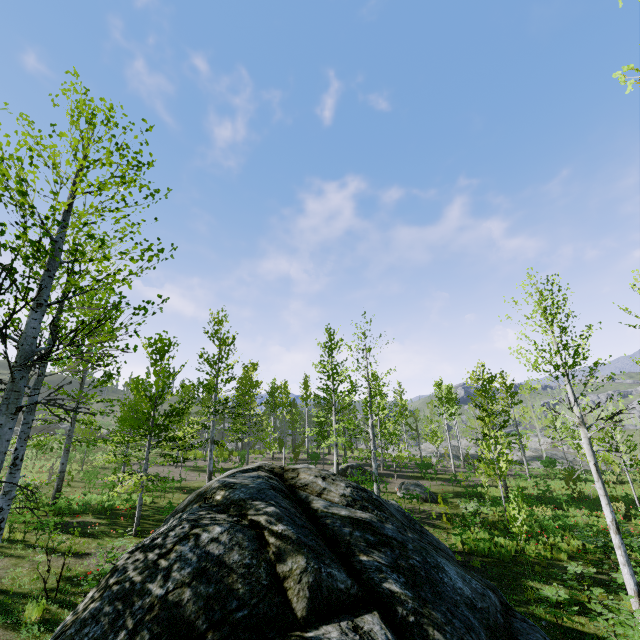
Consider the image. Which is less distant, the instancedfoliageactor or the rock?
the rock

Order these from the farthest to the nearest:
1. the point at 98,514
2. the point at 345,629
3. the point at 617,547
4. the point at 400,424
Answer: the point at 400,424 → the point at 98,514 → the point at 617,547 → the point at 345,629

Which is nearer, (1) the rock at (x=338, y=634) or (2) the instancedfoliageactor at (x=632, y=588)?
(1) the rock at (x=338, y=634)
